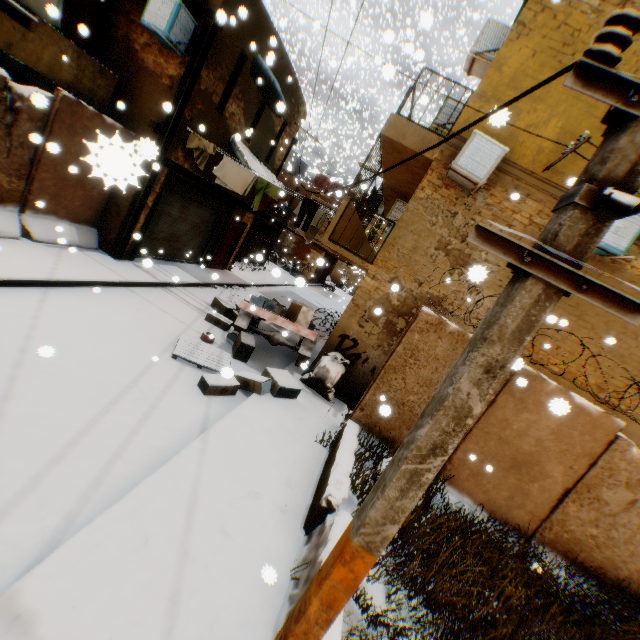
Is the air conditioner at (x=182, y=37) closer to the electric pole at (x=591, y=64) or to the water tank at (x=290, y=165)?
the electric pole at (x=591, y=64)

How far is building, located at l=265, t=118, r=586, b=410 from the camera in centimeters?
735cm

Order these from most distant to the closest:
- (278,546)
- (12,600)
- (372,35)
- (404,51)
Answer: (372,35) < (404,51) < (278,546) < (12,600)

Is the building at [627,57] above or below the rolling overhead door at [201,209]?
above

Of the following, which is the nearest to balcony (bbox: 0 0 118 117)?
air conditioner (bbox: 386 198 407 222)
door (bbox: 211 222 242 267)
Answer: door (bbox: 211 222 242 267)

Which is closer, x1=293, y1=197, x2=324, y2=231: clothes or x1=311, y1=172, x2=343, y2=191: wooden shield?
x1=293, y1=197, x2=324, y2=231: clothes

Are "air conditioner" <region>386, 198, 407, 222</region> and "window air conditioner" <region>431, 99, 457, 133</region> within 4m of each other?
yes
